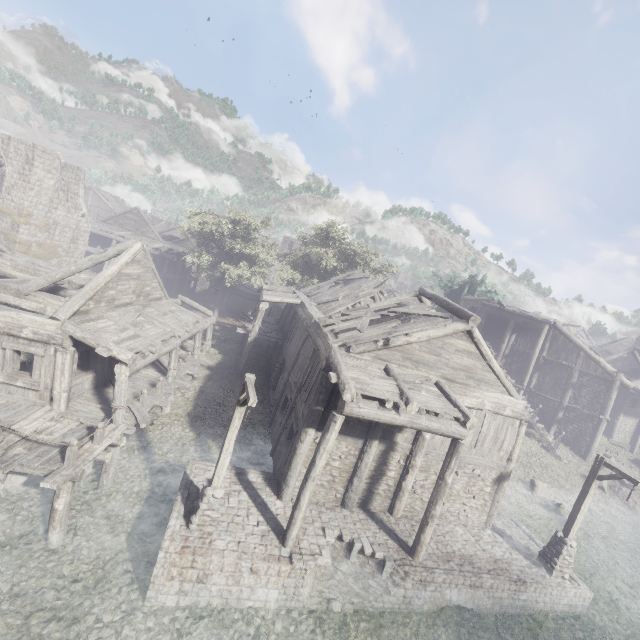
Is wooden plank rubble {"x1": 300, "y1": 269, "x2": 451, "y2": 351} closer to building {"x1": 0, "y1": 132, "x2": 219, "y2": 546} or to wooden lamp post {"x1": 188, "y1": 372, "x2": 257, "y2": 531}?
building {"x1": 0, "y1": 132, "x2": 219, "y2": 546}

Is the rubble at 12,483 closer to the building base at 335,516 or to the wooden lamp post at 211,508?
the building base at 335,516

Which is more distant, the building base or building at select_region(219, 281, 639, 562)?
building at select_region(219, 281, 639, 562)

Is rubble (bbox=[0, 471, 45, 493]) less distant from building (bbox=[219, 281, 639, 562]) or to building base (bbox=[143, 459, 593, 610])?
building (bbox=[219, 281, 639, 562])

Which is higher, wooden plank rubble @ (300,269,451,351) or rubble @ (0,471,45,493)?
wooden plank rubble @ (300,269,451,351)

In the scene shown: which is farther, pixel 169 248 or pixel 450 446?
pixel 169 248

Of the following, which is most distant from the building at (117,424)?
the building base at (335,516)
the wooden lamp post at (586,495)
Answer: the wooden lamp post at (586,495)

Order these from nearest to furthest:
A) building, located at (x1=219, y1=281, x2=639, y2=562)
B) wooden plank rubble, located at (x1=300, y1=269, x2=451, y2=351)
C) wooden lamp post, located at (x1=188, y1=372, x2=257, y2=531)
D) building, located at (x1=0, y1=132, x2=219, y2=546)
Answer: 1. wooden lamp post, located at (x1=188, y1=372, x2=257, y2=531)
2. building, located at (x1=0, y1=132, x2=219, y2=546)
3. building, located at (x1=219, y1=281, x2=639, y2=562)
4. wooden plank rubble, located at (x1=300, y1=269, x2=451, y2=351)
